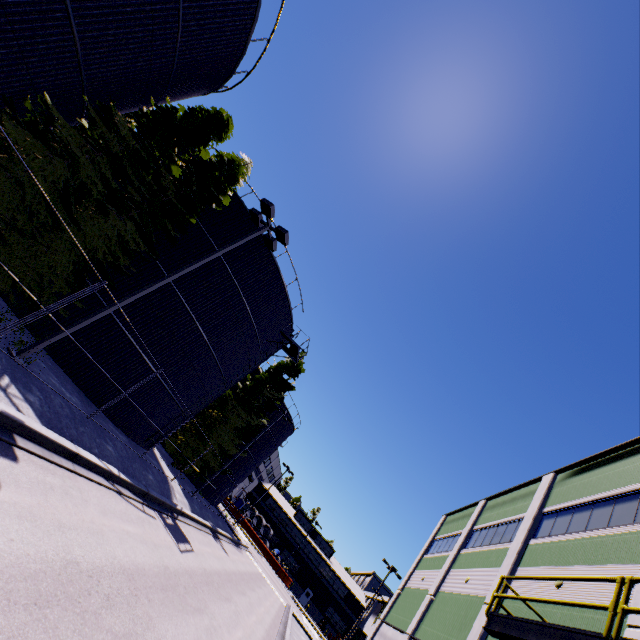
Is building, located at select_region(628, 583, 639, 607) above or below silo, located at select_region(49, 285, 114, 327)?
above

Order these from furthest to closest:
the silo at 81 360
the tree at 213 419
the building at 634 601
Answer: the tree at 213 419, the silo at 81 360, the building at 634 601

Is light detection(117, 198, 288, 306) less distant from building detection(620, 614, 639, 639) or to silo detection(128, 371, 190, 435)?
silo detection(128, 371, 190, 435)

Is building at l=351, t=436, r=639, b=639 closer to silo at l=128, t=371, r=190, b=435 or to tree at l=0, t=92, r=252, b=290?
silo at l=128, t=371, r=190, b=435

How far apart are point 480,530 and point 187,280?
24.5 meters

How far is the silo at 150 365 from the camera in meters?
14.9

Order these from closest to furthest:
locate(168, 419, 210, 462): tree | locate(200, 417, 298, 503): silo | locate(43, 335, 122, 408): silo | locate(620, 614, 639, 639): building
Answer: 1. locate(620, 614, 639, 639): building
2. locate(43, 335, 122, 408): silo
3. locate(168, 419, 210, 462): tree
4. locate(200, 417, 298, 503): silo

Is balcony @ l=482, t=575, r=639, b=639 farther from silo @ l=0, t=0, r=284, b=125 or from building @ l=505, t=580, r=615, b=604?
silo @ l=0, t=0, r=284, b=125
